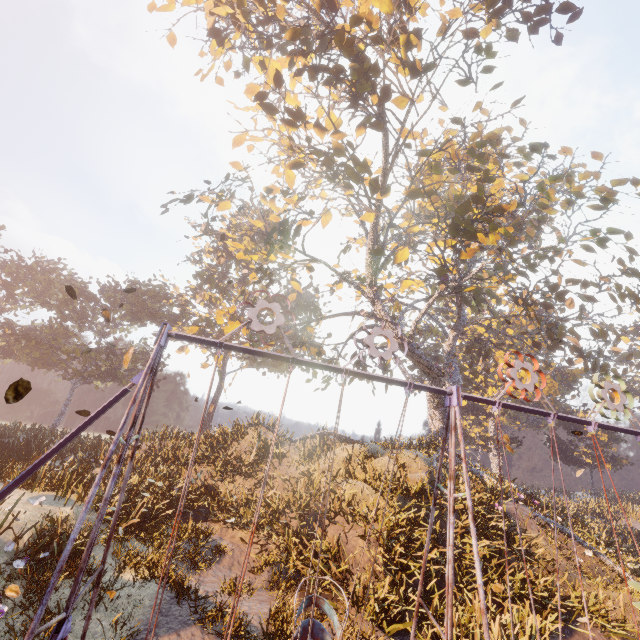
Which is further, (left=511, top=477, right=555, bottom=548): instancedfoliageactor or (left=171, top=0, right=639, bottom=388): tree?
(left=511, top=477, right=555, bottom=548): instancedfoliageactor

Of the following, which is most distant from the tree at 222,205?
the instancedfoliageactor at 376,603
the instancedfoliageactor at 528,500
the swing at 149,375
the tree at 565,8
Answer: the swing at 149,375

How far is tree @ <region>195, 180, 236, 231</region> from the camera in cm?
1386

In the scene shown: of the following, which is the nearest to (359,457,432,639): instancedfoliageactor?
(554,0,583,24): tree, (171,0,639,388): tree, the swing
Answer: the swing

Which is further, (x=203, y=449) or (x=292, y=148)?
(x=203, y=449)

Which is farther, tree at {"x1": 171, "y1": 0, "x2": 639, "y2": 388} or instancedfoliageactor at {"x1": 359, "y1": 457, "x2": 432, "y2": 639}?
tree at {"x1": 171, "y1": 0, "x2": 639, "y2": 388}

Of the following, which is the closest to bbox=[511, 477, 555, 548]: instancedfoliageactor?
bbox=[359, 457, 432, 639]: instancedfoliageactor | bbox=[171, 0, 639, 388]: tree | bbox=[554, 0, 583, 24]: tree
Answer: bbox=[171, 0, 639, 388]: tree

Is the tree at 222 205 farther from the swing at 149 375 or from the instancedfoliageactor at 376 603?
the swing at 149 375
